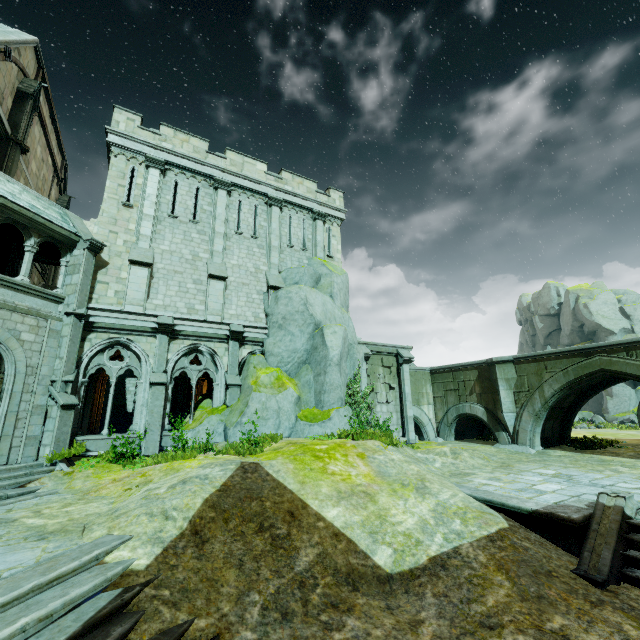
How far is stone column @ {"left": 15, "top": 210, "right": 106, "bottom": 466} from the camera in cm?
1112

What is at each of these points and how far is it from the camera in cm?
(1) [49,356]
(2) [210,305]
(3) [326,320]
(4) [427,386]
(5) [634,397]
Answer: (1) stone column, 1184
(2) stone column, 1561
(3) rock, 1717
(4) bridge arch, 2227
(5) rock, 3478

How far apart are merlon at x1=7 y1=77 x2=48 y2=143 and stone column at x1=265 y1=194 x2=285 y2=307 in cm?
1174

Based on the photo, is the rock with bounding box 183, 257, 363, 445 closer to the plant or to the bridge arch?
the plant

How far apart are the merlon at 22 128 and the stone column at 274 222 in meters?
11.7

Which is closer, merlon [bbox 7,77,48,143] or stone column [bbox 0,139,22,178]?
stone column [bbox 0,139,22,178]

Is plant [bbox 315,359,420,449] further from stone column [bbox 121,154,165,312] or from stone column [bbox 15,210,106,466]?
stone column [bbox 15,210,106,466]

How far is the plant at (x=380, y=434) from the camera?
12.32m
